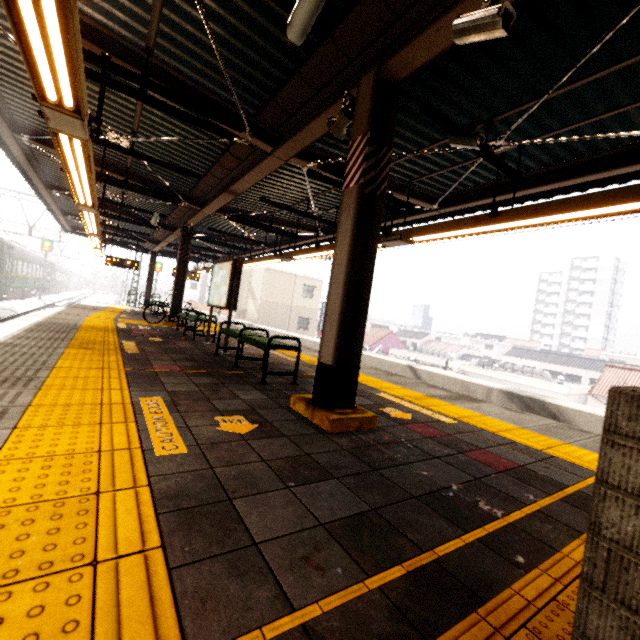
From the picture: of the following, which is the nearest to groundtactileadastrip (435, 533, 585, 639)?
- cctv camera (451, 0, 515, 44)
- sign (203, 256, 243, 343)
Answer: cctv camera (451, 0, 515, 44)

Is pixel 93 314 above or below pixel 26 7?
below

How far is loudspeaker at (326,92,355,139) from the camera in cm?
364

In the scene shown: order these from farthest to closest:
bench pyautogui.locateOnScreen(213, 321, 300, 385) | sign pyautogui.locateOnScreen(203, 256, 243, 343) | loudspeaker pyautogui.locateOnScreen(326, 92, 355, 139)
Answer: sign pyautogui.locateOnScreen(203, 256, 243, 343) → bench pyautogui.locateOnScreen(213, 321, 300, 385) → loudspeaker pyautogui.locateOnScreen(326, 92, 355, 139)

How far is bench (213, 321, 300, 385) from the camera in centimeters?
454cm

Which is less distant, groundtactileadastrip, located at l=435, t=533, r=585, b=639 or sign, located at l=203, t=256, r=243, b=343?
groundtactileadastrip, located at l=435, t=533, r=585, b=639

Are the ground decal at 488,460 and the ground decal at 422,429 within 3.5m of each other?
yes

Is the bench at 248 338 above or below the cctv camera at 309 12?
below
